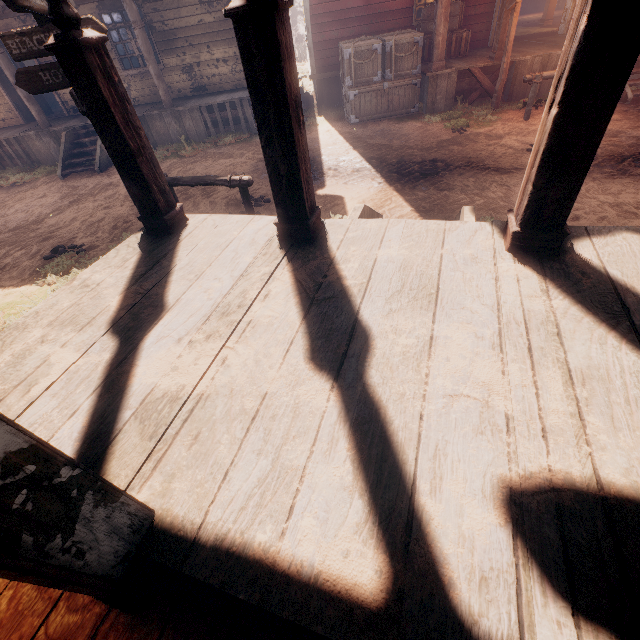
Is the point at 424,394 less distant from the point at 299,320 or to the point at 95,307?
the point at 299,320

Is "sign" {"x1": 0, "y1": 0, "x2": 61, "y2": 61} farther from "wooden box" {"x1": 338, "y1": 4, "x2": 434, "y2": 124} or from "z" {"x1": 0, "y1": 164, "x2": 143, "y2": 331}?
"wooden box" {"x1": 338, "y1": 4, "x2": 434, "y2": 124}

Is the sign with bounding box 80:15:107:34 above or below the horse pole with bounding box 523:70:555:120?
above

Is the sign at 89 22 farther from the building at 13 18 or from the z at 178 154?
the building at 13 18

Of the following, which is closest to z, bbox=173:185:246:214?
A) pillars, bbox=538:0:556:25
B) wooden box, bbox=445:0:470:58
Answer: wooden box, bbox=445:0:470:58

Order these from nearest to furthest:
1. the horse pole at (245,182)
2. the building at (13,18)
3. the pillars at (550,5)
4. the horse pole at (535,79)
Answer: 1. the horse pole at (245,182)
2. the horse pole at (535,79)
3. the building at (13,18)
4. the pillars at (550,5)

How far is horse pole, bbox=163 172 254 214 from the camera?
4.9m

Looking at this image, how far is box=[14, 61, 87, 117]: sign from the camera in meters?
4.1
